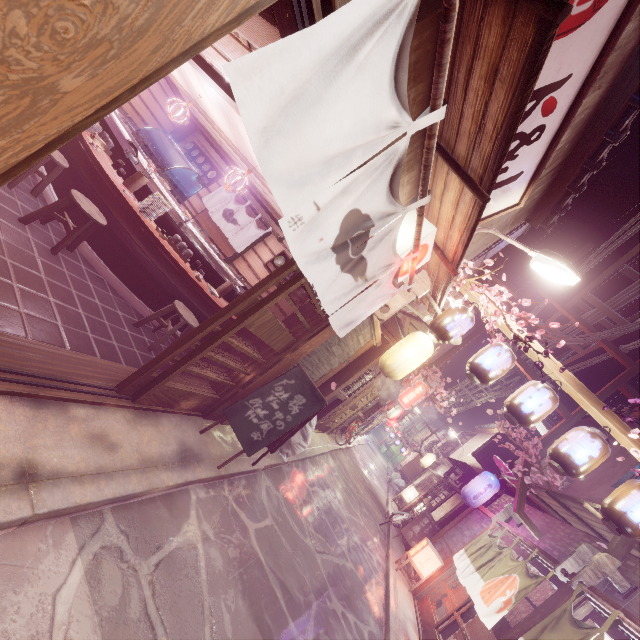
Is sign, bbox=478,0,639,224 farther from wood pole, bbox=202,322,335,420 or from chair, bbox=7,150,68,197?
chair, bbox=7,150,68,197

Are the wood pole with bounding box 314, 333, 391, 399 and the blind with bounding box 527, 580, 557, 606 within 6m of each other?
no

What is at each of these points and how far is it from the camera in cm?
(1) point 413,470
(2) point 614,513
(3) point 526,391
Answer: (1) blind, 4300
(2) lantern, 728
(3) lantern, 844

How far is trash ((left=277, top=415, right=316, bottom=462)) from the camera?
11.4 meters

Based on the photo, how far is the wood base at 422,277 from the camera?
8.4 meters

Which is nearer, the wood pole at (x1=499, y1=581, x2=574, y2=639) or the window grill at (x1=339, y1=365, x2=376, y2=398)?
the wood pole at (x1=499, y1=581, x2=574, y2=639)

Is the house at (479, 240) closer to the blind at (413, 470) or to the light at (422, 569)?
the light at (422, 569)

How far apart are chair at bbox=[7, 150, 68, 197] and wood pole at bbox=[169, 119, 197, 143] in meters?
11.9
